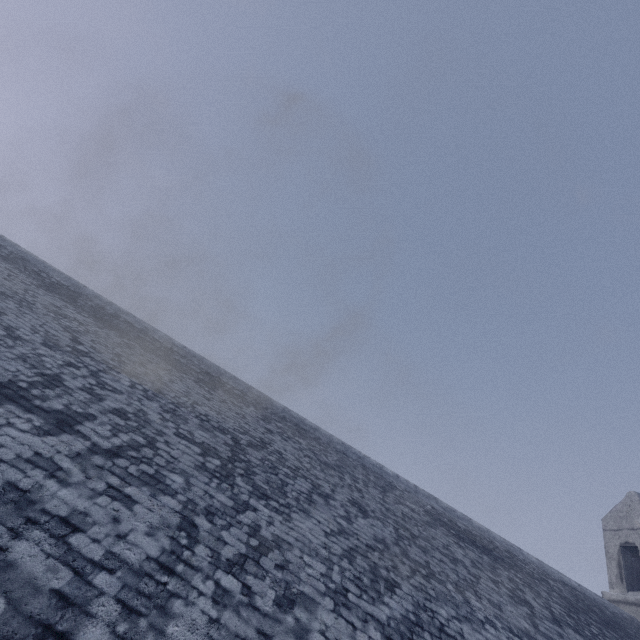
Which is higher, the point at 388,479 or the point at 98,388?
the point at 388,479
